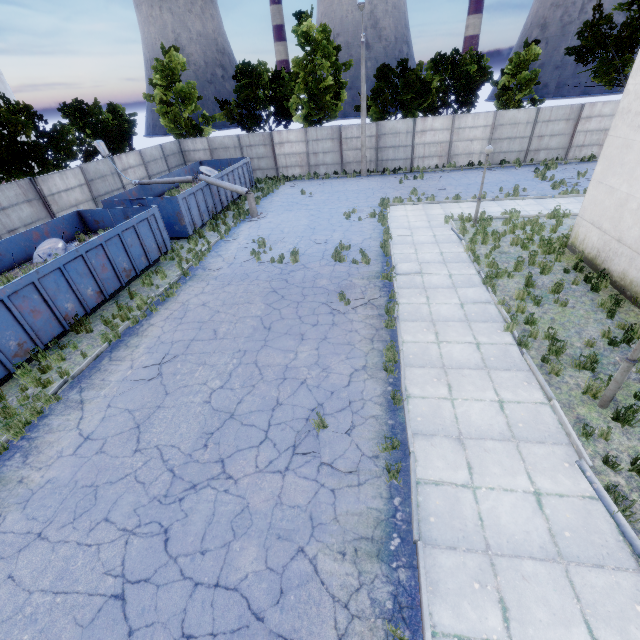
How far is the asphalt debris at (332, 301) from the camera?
10.6m

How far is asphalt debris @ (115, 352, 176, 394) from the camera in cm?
846

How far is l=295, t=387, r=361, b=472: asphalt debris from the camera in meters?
6.2 m

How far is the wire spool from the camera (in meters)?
13.10

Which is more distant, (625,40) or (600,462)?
(625,40)

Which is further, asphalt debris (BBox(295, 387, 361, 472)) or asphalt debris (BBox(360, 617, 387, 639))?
asphalt debris (BBox(295, 387, 361, 472))

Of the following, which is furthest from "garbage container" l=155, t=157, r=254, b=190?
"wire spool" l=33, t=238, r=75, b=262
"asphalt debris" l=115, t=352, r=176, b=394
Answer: "asphalt debris" l=115, t=352, r=176, b=394

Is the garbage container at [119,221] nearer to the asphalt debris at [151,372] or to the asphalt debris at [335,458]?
the asphalt debris at [151,372]
